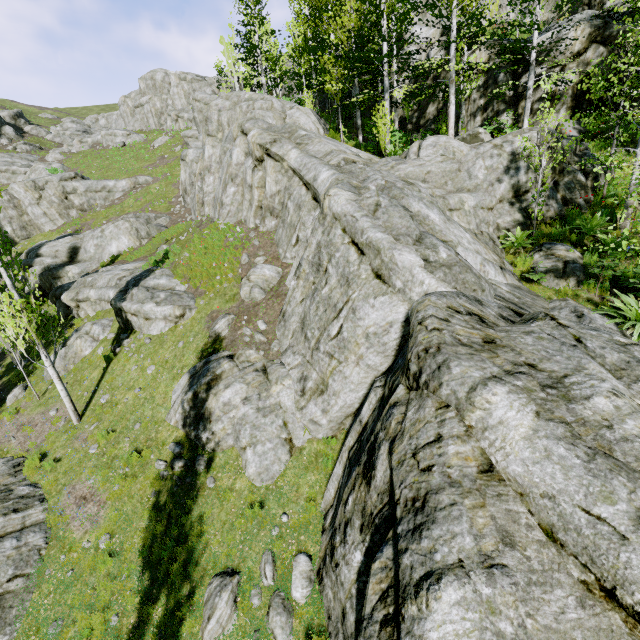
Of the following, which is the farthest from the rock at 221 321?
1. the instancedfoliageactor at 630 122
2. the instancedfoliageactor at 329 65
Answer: the instancedfoliageactor at 329 65

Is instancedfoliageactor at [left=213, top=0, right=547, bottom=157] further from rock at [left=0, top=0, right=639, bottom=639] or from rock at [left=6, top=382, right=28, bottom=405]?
rock at [left=6, top=382, right=28, bottom=405]

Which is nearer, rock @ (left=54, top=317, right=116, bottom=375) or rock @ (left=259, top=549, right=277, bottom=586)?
rock @ (left=259, top=549, right=277, bottom=586)

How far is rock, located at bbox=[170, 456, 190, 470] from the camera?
9.63m

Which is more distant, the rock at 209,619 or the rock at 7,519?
the rock at 7,519

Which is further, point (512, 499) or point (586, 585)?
point (512, 499)

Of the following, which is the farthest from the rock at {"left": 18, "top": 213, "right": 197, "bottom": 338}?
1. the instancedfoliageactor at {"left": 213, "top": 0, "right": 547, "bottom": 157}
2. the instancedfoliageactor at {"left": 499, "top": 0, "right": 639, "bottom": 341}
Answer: the instancedfoliageactor at {"left": 213, "top": 0, "right": 547, "bottom": 157}
